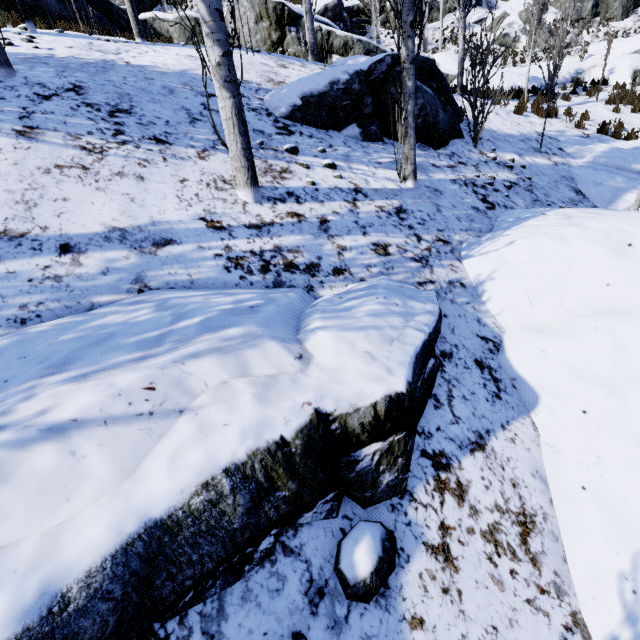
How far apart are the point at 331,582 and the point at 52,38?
7.9 meters

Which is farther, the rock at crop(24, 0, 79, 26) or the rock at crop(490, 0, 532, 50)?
the rock at crop(490, 0, 532, 50)

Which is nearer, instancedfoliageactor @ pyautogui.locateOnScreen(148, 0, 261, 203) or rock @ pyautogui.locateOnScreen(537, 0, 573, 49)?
instancedfoliageactor @ pyautogui.locateOnScreen(148, 0, 261, 203)

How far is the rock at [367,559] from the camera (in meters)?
1.53

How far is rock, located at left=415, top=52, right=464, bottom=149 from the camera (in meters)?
5.71

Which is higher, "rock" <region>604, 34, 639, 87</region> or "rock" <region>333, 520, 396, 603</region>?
"rock" <region>604, 34, 639, 87</region>

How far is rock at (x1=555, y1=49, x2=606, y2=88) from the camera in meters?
16.5 m

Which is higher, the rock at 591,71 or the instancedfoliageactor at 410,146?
the rock at 591,71
